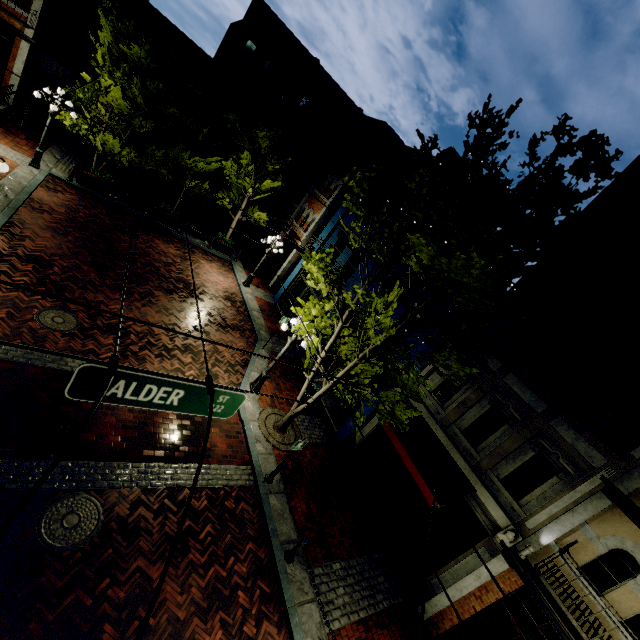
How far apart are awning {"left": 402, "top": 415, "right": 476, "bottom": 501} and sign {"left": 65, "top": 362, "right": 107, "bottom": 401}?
6.86m

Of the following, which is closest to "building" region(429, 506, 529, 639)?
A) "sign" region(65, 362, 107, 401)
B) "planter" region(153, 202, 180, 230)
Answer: "planter" region(153, 202, 180, 230)

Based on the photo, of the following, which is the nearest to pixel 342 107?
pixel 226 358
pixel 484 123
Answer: pixel 484 123

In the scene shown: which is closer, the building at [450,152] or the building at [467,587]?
the building at [467,587]

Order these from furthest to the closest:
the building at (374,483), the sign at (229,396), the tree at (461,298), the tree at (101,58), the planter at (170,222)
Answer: the planter at (170,222) → the tree at (101,58) → the building at (374,483) → the tree at (461,298) → the sign at (229,396)

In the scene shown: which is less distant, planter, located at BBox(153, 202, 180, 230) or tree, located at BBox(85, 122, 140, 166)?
tree, located at BBox(85, 122, 140, 166)

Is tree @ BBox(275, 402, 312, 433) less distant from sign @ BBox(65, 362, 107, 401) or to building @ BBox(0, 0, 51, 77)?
building @ BBox(0, 0, 51, 77)
